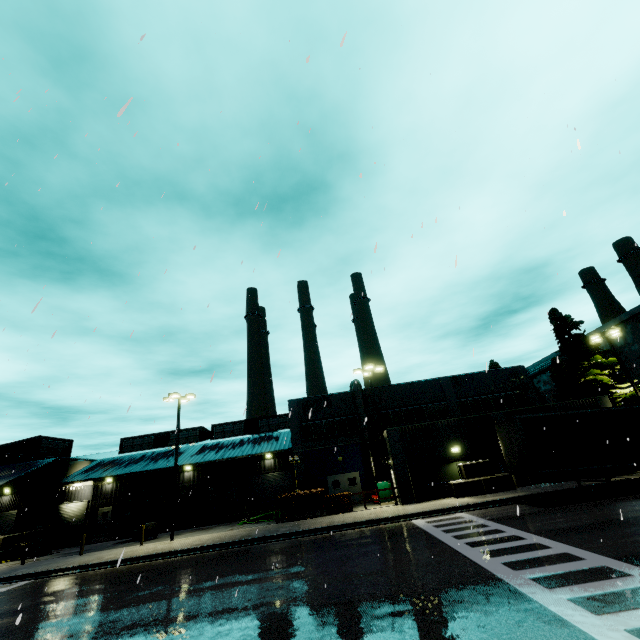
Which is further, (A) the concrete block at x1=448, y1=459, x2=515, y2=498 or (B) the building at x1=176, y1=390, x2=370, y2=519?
(B) the building at x1=176, y1=390, x2=370, y2=519

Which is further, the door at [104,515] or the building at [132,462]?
the door at [104,515]

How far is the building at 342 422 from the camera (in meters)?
30.48

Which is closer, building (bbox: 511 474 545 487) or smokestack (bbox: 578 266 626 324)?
building (bbox: 511 474 545 487)

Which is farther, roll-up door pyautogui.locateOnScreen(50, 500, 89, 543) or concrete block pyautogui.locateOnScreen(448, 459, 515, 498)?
roll-up door pyautogui.locateOnScreen(50, 500, 89, 543)

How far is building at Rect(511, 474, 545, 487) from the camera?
21.9m

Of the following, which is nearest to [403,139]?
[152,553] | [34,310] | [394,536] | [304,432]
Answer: [34,310]

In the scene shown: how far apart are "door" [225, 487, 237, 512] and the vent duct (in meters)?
16.27
